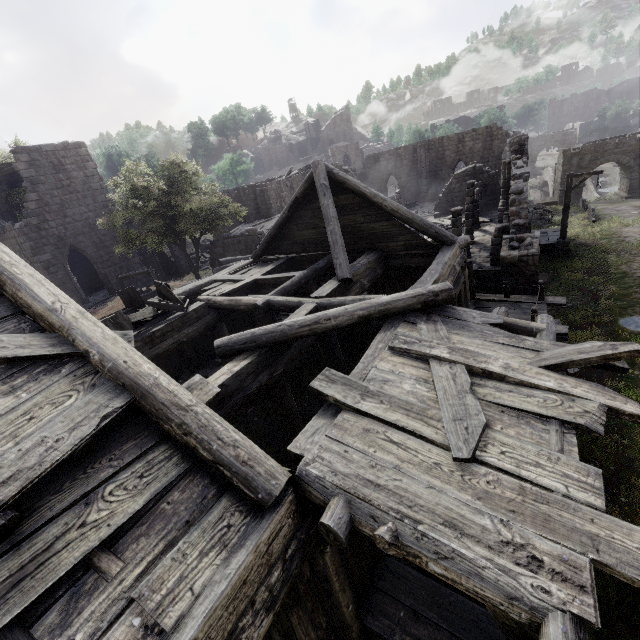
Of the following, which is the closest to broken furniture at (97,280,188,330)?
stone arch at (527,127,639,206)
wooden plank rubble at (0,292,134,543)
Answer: wooden plank rubble at (0,292,134,543)

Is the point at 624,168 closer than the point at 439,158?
Yes

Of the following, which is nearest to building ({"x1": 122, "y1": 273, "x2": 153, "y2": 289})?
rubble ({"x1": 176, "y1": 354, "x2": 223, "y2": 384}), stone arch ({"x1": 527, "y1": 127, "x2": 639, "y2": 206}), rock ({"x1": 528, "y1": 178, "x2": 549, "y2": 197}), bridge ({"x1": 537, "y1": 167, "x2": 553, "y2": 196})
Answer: rubble ({"x1": 176, "y1": 354, "x2": 223, "y2": 384})

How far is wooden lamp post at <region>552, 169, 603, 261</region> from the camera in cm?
1680

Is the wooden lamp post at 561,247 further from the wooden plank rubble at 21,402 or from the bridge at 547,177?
the bridge at 547,177

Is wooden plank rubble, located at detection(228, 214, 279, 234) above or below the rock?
above

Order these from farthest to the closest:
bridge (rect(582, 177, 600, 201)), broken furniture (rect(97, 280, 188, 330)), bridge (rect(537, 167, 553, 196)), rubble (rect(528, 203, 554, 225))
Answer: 1. bridge (rect(537, 167, 553, 196))
2. bridge (rect(582, 177, 600, 201))
3. rubble (rect(528, 203, 554, 225))
4. broken furniture (rect(97, 280, 188, 330))

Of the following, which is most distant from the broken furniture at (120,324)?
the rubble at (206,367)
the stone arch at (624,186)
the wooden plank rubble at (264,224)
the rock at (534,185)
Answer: the rock at (534,185)
